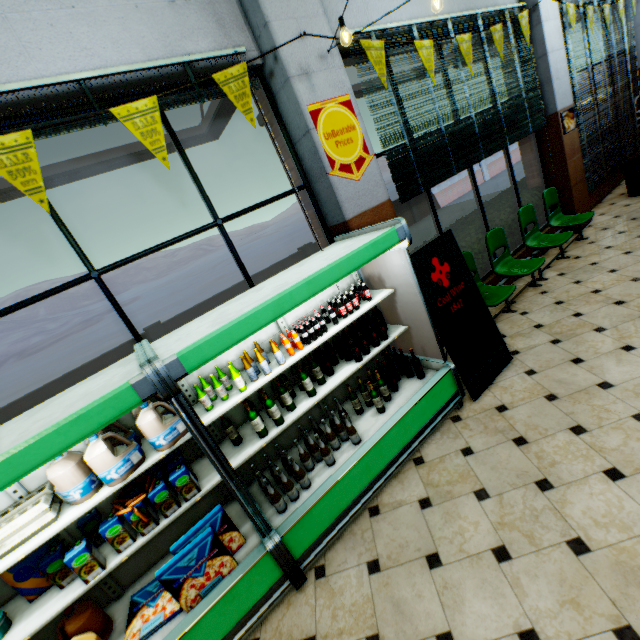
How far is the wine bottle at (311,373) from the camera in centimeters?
282cm

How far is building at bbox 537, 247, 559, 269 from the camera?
5.6 meters

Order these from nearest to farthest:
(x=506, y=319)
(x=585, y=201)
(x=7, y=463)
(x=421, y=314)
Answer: (x=7, y=463) → (x=421, y=314) → (x=506, y=319) → (x=585, y=201)

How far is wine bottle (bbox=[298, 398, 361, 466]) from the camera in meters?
2.7

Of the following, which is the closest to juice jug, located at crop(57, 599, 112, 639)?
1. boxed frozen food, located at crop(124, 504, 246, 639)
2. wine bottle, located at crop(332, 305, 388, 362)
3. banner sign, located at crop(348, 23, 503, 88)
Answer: boxed frozen food, located at crop(124, 504, 246, 639)

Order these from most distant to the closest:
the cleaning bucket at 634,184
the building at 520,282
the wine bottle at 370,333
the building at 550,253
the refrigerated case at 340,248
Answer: the cleaning bucket at 634,184 < the building at 550,253 < the building at 520,282 < the wine bottle at 370,333 < the refrigerated case at 340,248

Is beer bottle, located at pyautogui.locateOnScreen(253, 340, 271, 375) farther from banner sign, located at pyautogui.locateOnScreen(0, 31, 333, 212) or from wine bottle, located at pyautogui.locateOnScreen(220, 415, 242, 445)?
banner sign, located at pyautogui.locateOnScreen(0, 31, 333, 212)
